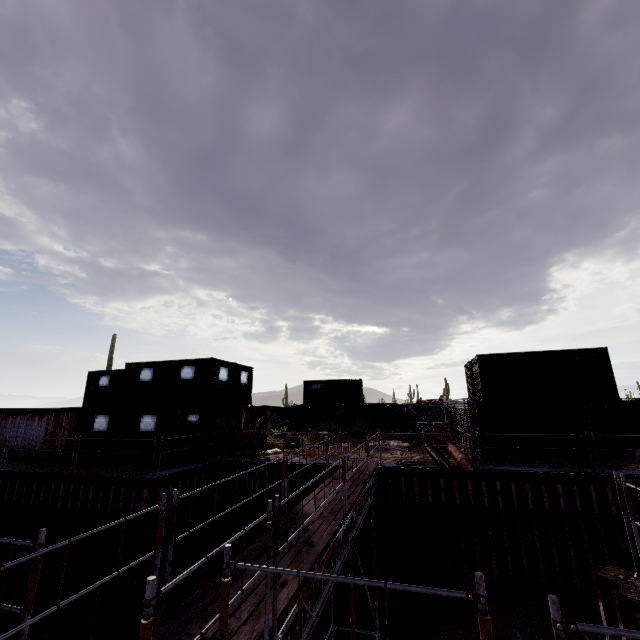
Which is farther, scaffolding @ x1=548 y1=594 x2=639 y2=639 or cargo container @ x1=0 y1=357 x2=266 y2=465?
cargo container @ x1=0 y1=357 x2=266 y2=465

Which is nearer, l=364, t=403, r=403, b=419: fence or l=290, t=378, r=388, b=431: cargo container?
l=290, t=378, r=388, b=431: cargo container

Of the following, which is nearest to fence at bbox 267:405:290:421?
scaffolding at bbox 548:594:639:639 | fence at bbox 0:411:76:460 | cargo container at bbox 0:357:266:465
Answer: cargo container at bbox 0:357:266:465

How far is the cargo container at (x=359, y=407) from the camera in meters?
30.9

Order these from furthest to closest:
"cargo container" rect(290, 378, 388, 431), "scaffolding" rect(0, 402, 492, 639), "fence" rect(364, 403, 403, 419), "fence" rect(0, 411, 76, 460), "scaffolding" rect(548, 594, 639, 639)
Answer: "fence" rect(364, 403, 403, 419) → "cargo container" rect(290, 378, 388, 431) → "fence" rect(0, 411, 76, 460) → "scaffolding" rect(0, 402, 492, 639) → "scaffolding" rect(548, 594, 639, 639)

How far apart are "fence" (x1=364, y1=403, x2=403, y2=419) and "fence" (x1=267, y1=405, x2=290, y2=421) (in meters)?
10.54

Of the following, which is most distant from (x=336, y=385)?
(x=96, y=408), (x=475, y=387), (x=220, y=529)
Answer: (x=96, y=408)

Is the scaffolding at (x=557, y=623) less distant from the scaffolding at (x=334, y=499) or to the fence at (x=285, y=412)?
the scaffolding at (x=334, y=499)
